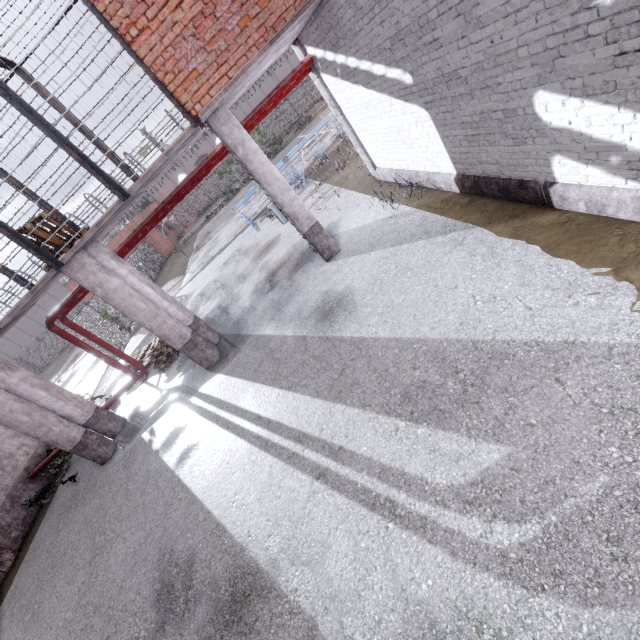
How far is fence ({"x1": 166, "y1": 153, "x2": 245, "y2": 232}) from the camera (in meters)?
40.44

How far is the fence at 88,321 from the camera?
17.8 meters

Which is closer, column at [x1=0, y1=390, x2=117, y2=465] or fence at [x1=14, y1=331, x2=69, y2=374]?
column at [x1=0, y1=390, x2=117, y2=465]

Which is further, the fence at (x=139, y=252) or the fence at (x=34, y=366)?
the fence at (x=34, y=366)

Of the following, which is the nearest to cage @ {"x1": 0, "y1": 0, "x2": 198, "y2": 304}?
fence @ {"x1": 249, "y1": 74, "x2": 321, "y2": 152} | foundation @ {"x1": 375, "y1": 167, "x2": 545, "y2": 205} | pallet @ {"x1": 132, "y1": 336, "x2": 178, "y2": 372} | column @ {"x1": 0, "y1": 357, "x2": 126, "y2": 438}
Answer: column @ {"x1": 0, "y1": 357, "x2": 126, "y2": 438}

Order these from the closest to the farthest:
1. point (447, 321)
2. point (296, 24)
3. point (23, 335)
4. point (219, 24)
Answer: point (447, 321) → point (219, 24) → point (296, 24) → point (23, 335)

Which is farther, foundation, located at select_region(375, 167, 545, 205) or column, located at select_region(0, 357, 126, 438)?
column, located at select_region(0, 357, 126, 438)

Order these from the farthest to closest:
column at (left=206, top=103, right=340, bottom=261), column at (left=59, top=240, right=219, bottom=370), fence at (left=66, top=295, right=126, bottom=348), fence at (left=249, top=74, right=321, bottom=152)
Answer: fence at (left=249, top=74, right=321, bottom=152) < fence at (left=66, top=295, right=126, bottom=348) < column at (left=59, top=240, right=219, bottom=370) < column at (left=206, top=103, right=340, bottom=261)
